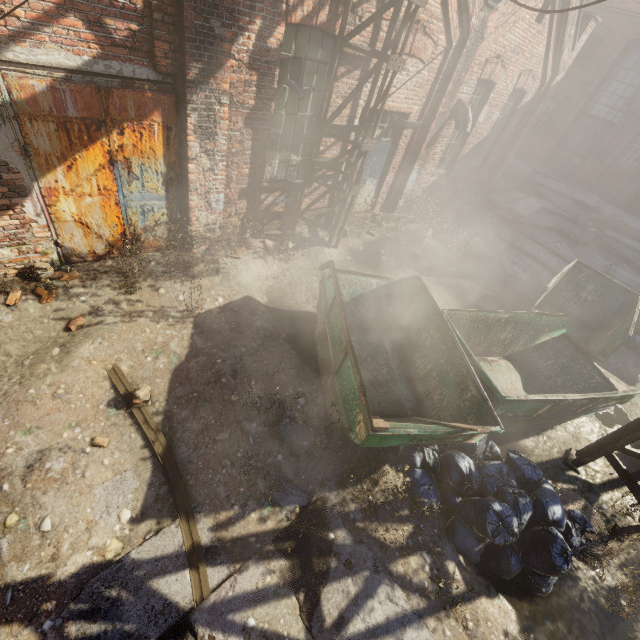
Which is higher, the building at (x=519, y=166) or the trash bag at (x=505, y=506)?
the building at (x=519, y=166)

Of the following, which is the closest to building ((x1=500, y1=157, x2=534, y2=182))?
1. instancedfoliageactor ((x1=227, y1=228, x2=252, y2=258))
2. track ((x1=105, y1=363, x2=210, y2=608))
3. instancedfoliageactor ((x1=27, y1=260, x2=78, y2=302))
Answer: track ((x1=105, y1=363, x2=210, y2=608))

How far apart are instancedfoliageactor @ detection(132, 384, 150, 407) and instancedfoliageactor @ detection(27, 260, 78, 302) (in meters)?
1.86

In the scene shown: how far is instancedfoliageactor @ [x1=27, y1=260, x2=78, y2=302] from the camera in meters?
4.9

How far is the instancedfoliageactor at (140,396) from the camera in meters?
4.2 m

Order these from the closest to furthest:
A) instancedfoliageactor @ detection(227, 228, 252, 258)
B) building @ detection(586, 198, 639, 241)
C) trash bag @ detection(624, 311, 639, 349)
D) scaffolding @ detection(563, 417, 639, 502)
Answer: scaffolding @ detection(563, 417, 639, 502), instancedfoliageactor @ detection(227, 228, 252, 258), trash bag @ detection(624, 311, 639, 349), building @ detection(586, 198, 639, 241)

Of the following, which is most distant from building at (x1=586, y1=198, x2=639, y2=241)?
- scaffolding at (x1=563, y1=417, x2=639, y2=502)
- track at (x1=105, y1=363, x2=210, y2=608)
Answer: scaffolding at (x1=563, y1=417, x2=639, y2=502)

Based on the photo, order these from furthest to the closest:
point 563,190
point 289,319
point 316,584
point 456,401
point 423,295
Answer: point 563,190 < point 289,319 < point 423,295 < point 456,401 < point 316,584
